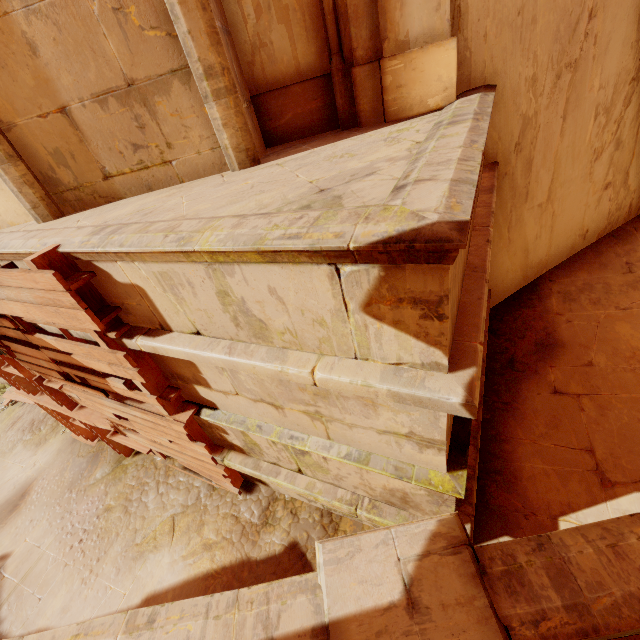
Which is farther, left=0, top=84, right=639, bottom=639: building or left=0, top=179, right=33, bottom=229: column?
left=0, top=179, right=33, bottom=229: column

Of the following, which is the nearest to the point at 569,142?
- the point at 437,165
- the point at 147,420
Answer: the point at 437,165

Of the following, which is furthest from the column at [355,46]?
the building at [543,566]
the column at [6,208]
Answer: the column at [6,208]

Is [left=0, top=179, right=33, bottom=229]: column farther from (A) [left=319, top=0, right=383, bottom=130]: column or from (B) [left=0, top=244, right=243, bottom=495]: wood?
(A) [left=319, top=0, right=383, bottom=130]: column

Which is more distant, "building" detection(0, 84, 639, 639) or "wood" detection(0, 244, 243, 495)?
"wood" detection(0, 244, 243, 495)

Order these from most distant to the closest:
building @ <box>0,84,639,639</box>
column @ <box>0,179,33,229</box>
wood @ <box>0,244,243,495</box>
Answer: column @ <box>0,179,33,229</box>, wood @ <box>0,244,243,495</box>, building @ <box>0,84,639,639</box>

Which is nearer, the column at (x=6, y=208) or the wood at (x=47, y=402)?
the wood at (x=47, y=402)

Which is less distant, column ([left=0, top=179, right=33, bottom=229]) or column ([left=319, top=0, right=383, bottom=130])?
column ([left=319, top=0, right=383, bottom=130])
